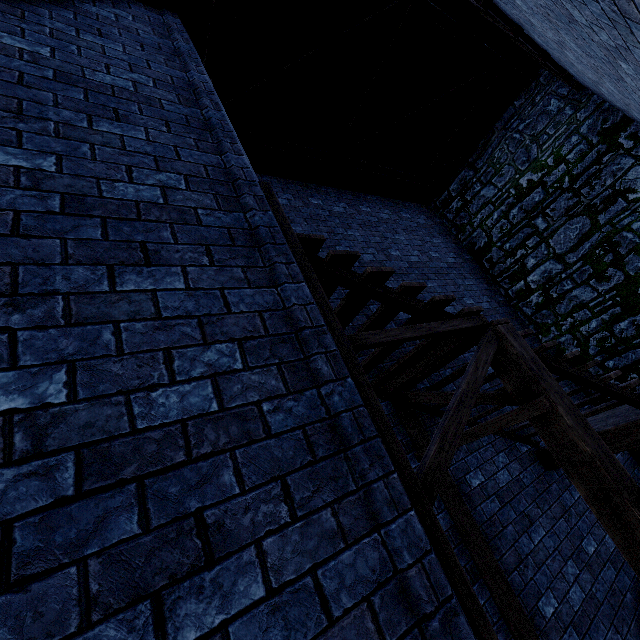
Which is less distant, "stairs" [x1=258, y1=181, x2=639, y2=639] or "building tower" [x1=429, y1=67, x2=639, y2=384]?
"stairs" [x1=258, y1=181, x2=639, y2=639]

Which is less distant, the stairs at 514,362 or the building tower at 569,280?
the stairs at 514,362

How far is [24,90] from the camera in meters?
2.2
